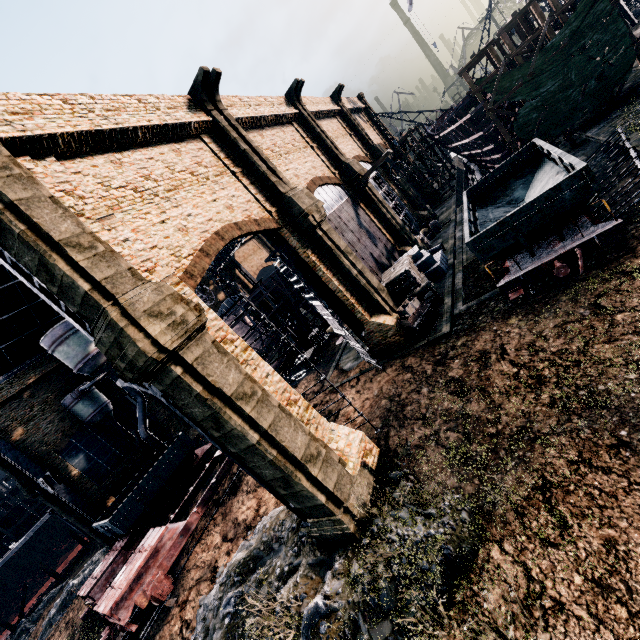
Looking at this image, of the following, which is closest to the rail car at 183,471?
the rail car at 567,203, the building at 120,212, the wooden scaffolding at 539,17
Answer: the building at 120,212

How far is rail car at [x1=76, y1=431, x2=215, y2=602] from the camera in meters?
23.1

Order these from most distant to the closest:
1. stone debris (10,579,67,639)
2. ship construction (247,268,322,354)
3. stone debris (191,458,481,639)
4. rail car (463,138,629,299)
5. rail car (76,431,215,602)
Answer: ship construction (247,268,322,354), stone debris (10,579,67,639), rail car (76,431,215,602), rail car (463,138,629,299), stone debris (191,458,481,639)

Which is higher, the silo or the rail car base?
the silo

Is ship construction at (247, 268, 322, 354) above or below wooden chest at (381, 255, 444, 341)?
above

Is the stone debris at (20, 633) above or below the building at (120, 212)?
below

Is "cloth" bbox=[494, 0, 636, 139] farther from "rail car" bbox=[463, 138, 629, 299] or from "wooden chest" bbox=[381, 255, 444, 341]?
"wooden chest" bbox=[381, 255, 444, 341]

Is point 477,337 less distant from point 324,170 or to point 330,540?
point 330,540
